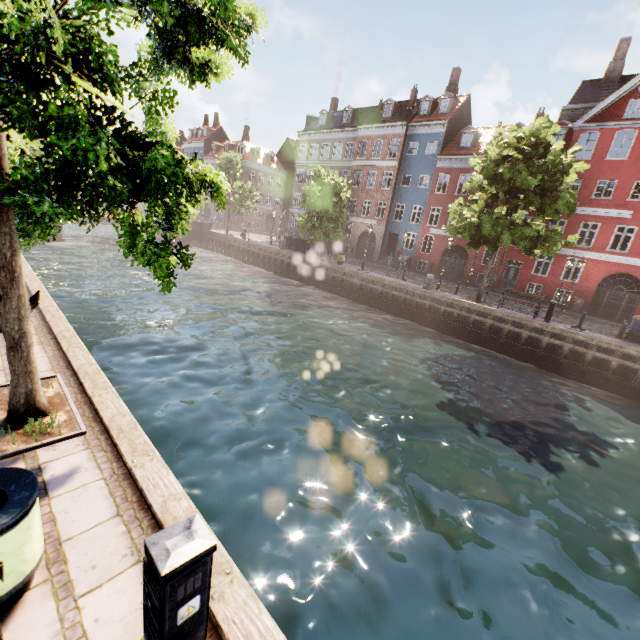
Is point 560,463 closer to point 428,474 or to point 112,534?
point 428,474

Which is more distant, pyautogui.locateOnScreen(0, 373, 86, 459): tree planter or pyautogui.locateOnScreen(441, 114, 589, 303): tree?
pyautogui.locateOnScreen(441, 114, 589, 303): tree

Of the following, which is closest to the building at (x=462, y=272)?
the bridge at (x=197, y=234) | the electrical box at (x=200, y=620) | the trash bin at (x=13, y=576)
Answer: the bridge at (x=197, y=234)

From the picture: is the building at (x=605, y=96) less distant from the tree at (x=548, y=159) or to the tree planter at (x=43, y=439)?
the tree at (x=548, y=159)

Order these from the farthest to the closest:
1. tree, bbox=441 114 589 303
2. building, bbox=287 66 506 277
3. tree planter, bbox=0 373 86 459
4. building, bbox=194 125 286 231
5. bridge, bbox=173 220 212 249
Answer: building, bbox=194 125 286 231, bridge, bbox=173 220 212 249, building, bbox=287 66 506 277, tree, bbox=441 114 589 303, tree planter, bbox=0 373 86 459

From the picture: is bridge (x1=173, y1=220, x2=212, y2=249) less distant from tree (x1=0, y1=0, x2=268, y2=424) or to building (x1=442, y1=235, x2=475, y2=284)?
tree (x1=0, y1=0, x2=268, y2=424)

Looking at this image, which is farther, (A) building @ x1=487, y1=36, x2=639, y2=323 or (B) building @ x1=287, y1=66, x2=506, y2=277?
(B) building @ x1=287, y1=66, x2=506, y2=277

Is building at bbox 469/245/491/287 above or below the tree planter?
above
